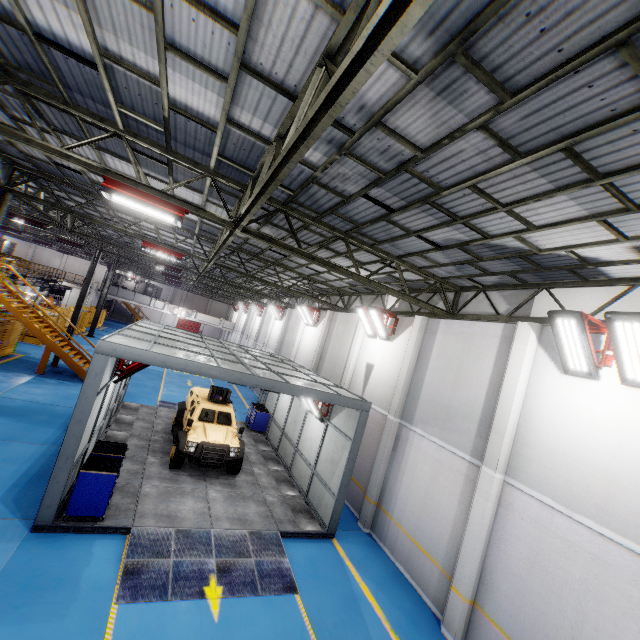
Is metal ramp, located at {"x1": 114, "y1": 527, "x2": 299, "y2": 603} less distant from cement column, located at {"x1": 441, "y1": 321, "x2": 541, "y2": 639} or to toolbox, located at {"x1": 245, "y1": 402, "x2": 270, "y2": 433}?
cement column, located at {"x1": 441, "y1": 321, "x2": 541, "y2": 639}

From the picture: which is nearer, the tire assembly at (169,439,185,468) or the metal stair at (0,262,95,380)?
the tire assembly at (169,439,185,468)

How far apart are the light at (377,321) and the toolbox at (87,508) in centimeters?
975cm

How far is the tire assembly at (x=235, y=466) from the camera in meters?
11.8 m

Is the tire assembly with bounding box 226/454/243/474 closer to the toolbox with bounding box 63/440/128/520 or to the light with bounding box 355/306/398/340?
the toolbox with bounding box 63/440/128/520

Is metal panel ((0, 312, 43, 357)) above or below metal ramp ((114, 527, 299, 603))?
above

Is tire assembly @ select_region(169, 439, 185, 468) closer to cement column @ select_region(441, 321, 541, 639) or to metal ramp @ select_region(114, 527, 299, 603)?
metal ramp @ select_region(114, 527, 299, 603)

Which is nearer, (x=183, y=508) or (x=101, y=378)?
(x=101, y=378)
